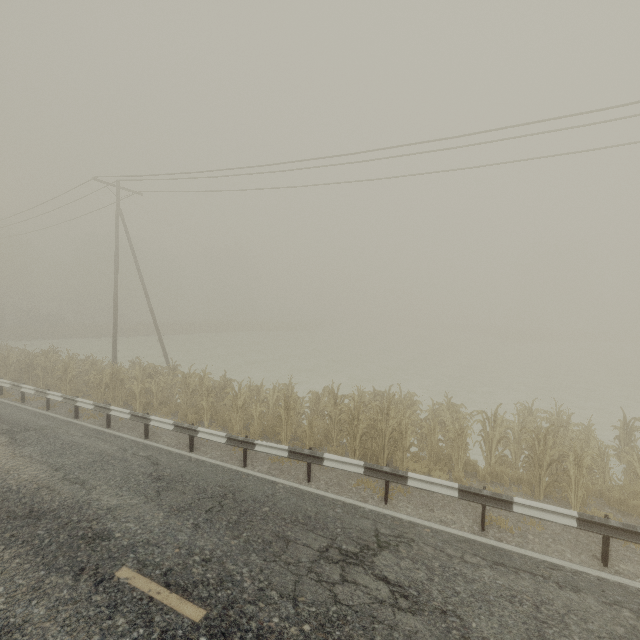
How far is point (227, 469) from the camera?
8.59m

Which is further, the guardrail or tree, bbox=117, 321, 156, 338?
tree, bbox=117, 321, 156, 338

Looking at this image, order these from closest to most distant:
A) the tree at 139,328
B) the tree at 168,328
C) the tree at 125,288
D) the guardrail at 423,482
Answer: the guardrail at 423,482, the tree at 139,328, the tree at 168,328, the tree at 125,288

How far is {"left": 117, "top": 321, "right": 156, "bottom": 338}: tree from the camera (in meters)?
42.44

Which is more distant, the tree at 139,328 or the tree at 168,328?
the tree at 168,328

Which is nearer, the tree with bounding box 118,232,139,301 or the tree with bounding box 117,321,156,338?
the tree with bounding box 117,321,156,338

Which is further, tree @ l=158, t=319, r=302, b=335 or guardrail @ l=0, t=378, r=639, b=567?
tree @ l=158, t=319, r=302, b=335

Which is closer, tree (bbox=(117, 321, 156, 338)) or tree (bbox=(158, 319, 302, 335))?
tree (bbox=(117, 321, 156, 338))
